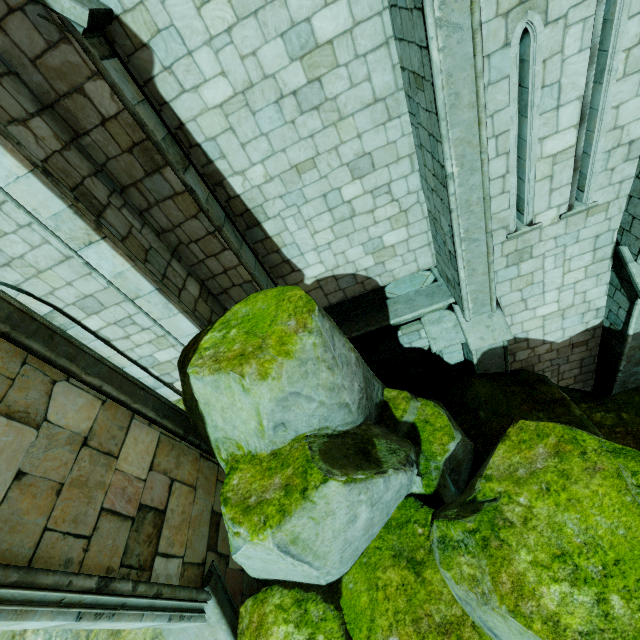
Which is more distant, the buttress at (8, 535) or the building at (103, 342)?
the building at (103, 342)

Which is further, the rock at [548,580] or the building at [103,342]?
the building at [103,342]

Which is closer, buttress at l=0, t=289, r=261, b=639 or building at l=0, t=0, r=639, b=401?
buttress at l=0, t=289, r=261, b=639

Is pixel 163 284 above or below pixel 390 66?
below

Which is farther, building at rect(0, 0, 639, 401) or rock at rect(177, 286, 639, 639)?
building at rect(0, 0, 639, 401)
